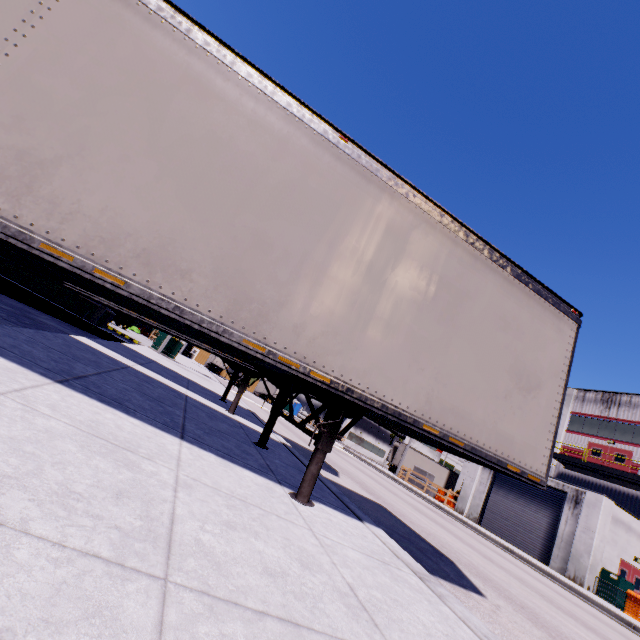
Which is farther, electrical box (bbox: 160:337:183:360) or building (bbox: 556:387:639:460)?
building (bbox: 556:387:639:460)

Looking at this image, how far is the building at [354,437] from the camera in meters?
59.1 m

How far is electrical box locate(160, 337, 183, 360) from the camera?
17.3m

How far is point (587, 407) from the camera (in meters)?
28.73

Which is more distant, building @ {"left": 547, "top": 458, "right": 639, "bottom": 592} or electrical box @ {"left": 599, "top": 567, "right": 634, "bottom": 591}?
building @ {"left": 547, "top": 458, "right": 639, "bottom": 592}

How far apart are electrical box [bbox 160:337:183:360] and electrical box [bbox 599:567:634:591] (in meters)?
25.46

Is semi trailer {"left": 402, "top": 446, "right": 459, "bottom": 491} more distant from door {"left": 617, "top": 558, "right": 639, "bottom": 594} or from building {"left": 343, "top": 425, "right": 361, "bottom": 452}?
door {"left": 617, "top": 558, "right": 639, "bottom": 594}

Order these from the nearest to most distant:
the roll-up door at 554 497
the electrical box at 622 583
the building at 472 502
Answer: the electrical box at 622 583
the roll-up door at 554 497
the building at 472 502
